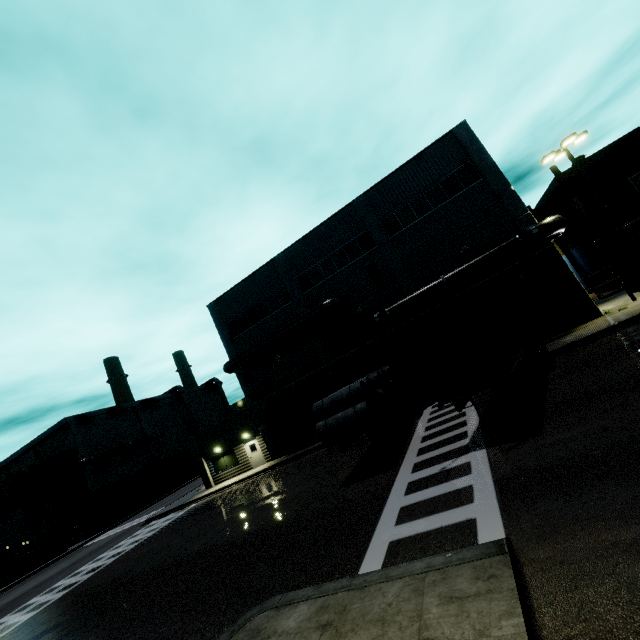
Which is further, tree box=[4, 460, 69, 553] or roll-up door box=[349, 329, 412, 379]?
tree box=[4, 460, 69, 553]

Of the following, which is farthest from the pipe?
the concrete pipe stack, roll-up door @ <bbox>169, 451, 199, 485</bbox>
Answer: roll-up door @ <bbox>169, 451, 199, 485</bbox>

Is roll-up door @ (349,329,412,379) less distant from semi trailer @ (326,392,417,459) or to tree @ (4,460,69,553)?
semi trailer @ (326,392,417,459)

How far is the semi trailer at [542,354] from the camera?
9.1 meters

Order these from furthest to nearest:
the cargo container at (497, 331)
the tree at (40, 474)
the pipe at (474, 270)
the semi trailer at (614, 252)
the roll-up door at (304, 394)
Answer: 1. the tree at (40, 474)
2. the roll-up door at (304, 394)
3. the pipe at (474, 270)
4. the semi trailer at (614, 252)
5. the cargo container at (497, 331)

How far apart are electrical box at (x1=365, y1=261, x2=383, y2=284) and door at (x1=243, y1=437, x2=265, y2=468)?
16.3m

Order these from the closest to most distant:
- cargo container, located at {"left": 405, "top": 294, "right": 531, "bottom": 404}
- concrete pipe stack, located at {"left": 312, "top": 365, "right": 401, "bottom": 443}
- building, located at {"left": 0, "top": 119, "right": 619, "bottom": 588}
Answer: cargo container, located at {"left": 405, "top": 294, "right": 531, "bottom": 404} < concrete pipe stack, located at {"left": 312, "top": 365, "right": 401, "bottom": 443} < building, located at {"left": 0, "top": 119, "right": 619, "bottom": 588}

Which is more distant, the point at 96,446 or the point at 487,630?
the point at 96,446
